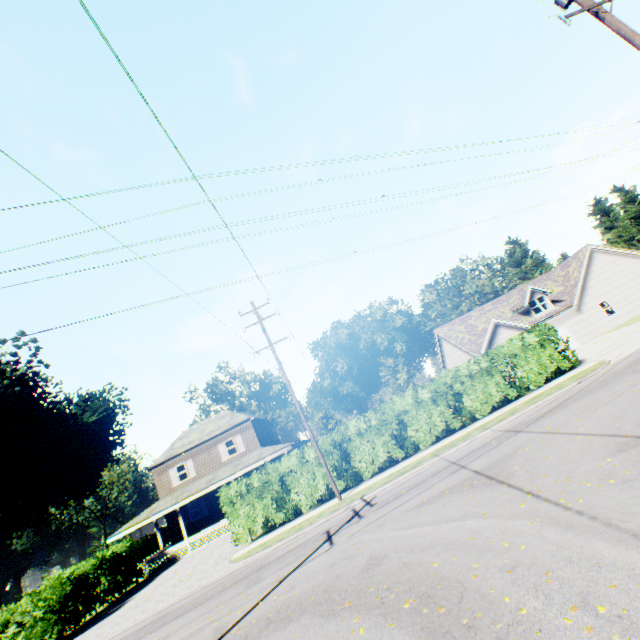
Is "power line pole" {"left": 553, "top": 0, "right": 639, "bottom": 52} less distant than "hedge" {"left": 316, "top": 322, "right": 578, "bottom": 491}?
Yes

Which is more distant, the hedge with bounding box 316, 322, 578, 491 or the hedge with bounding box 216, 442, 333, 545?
the hedge with bounding box 316, 322, 578, 491

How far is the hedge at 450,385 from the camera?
17.91m

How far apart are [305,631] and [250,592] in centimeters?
483cm

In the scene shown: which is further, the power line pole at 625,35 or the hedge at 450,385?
the hedge at 450,385

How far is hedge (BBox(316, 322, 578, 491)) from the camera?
17.9m
